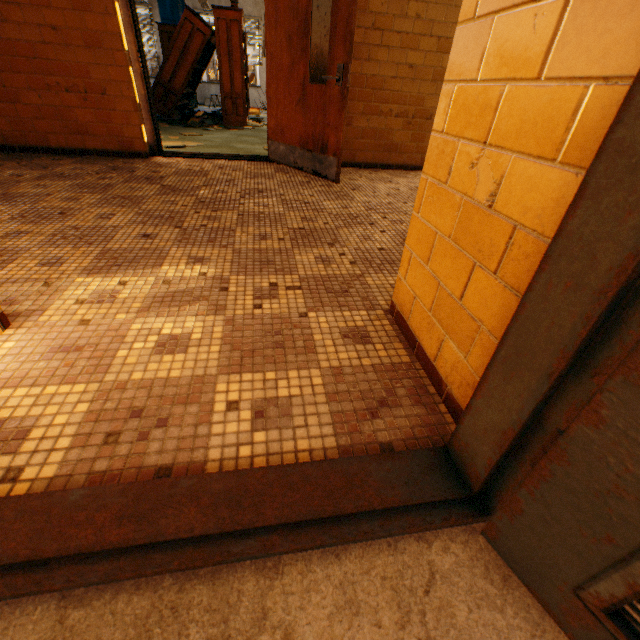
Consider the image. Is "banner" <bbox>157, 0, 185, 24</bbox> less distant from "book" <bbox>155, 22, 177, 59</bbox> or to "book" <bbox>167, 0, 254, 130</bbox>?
"book" <bbox>155, 22, 177, 59</bbox>

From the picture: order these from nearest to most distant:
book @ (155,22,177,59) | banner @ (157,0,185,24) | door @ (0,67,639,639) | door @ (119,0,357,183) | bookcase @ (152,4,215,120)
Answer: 1. door @ (0,67,639,639)
2. door @ (119,0,357,183)
3. bookcase @ (152,4,215,120)
4. book @ (155,22,177,59)
5. banner @ (157,0,185,24)

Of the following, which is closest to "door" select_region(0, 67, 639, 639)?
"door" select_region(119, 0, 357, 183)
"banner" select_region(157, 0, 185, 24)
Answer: "door" select_region(119, 0, 357, 183)

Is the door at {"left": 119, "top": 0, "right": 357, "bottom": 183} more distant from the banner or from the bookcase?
the banner

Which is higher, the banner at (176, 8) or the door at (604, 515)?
the banner at (176, 8)

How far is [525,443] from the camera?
0.7 meters

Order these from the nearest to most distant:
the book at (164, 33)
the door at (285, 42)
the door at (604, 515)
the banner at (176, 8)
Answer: the door at (604, 515)
the door at (285, 42)
the book at (164, 33)
the banner at (176, 8)

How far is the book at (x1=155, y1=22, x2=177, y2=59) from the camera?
9.8m
